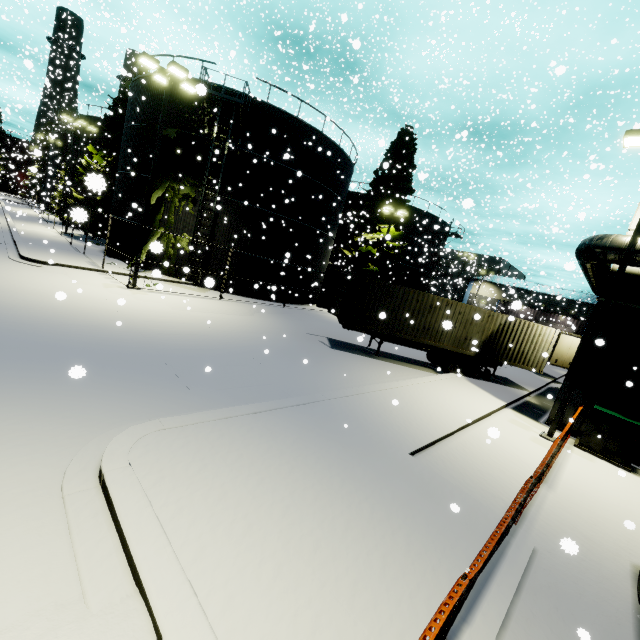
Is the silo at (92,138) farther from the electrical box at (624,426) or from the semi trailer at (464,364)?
the electrical box at (624,426)

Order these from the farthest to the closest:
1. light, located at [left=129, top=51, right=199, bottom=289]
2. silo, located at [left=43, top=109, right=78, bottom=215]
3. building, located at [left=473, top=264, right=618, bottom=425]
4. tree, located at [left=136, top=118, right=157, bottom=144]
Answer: silo, located at [left=43, top=109, right=78, bottom=215] → tree, located at [left=136, top=118, right=157, bottom=144] → light, located at [left=129, top=51, right=199, bottom=289] → building, located at [left=473, top=264, right=618, bottom=425]

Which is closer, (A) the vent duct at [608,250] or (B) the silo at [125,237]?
(A) the vent duct at [608,250]

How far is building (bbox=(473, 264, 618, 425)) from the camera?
11.7 meters

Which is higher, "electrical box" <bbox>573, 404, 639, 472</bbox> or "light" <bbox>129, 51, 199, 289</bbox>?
"light" <bbox>129, 51, 199, 289</bbox>

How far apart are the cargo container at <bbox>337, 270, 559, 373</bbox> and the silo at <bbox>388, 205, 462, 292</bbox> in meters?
20.0 m

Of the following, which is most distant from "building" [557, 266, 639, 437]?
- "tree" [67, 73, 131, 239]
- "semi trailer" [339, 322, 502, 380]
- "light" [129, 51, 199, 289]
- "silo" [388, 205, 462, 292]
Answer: "silo" [388, 205, 462, 292]

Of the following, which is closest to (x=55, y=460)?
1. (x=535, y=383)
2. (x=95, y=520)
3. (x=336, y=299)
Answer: (x=95, y=520)
